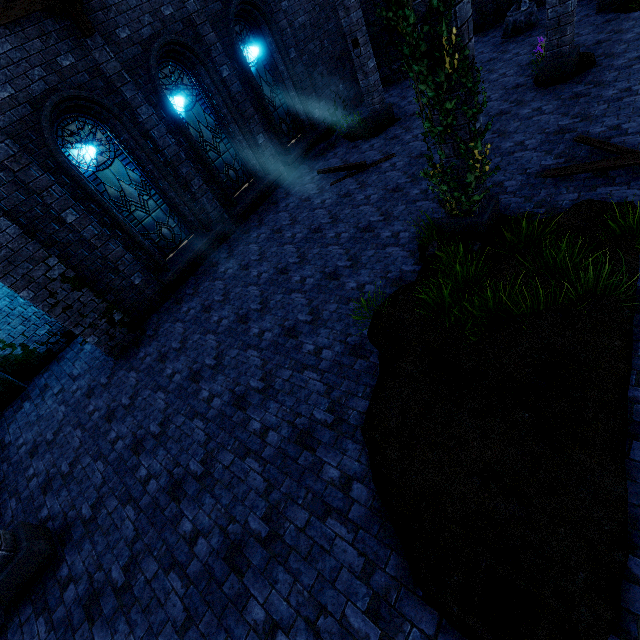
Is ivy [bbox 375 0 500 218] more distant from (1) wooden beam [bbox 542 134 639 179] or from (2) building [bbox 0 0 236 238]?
(1) wooden beam [bbox 542 134 639 179]

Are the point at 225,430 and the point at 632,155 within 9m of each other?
yes

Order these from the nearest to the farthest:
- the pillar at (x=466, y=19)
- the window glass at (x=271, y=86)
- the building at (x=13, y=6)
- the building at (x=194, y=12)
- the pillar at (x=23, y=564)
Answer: the pillar at (x=466, y=19) < the pillar at (x=23, y=564) < the building at (x=13, y=6) < the building at (x=194, y=12) < the window glass at (x=271, y=86)

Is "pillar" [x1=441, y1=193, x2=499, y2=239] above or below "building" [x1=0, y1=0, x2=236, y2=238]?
below

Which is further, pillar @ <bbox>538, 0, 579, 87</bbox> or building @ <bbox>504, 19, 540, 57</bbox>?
building @ <bbox>504, 19, 540, 57</bbox>

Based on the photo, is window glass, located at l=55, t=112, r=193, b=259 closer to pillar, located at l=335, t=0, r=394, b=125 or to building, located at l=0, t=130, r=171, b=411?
building, located at l=0, t=130, r=171, b=411

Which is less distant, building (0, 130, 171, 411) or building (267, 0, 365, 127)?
building (0, 130, 171, 411)

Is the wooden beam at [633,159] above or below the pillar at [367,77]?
below
